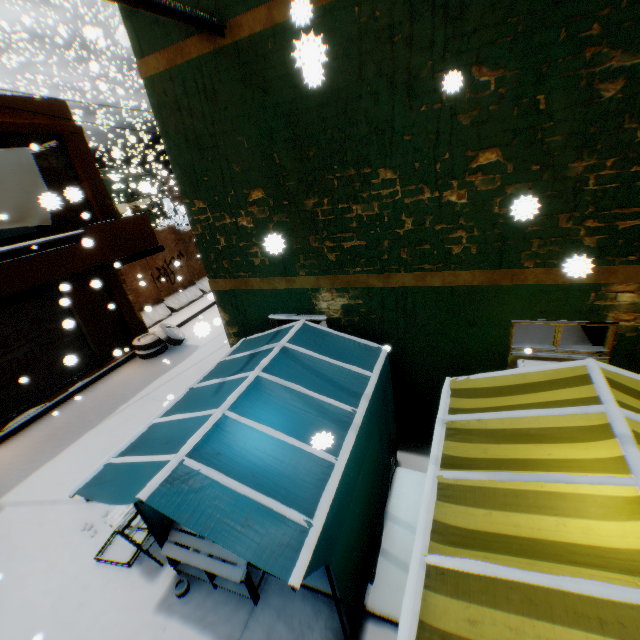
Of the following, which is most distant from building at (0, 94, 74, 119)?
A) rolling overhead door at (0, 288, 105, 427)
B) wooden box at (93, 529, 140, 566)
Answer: wooden box at (93, 529, 140, 566)

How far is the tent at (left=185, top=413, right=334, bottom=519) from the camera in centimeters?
278cm

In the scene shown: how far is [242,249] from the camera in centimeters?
524cm

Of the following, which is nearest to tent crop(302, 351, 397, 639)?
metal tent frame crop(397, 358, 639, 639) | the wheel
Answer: metal tent frame crop(397, 358, 639, 639)

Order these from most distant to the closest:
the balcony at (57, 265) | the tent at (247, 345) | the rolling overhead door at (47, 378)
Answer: the rolling overhead door at (47, 378) < the balcony at (57, 265) < the tent at (247, 345)

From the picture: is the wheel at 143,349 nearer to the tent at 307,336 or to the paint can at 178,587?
the tent at 307,336

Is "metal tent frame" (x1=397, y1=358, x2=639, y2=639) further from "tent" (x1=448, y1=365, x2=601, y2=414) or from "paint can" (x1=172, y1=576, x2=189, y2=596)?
"paint can" (x1=172, y1=576, x2=189, y2=596)

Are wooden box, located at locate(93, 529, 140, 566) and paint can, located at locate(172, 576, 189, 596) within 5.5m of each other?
yes
